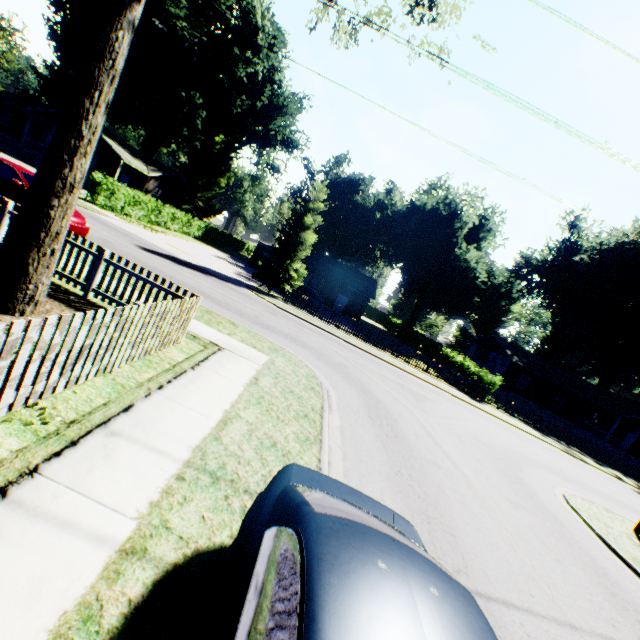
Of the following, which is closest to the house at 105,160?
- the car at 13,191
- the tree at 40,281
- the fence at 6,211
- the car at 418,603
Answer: the car at 13,191

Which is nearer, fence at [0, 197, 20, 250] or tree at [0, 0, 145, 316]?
tree at [0, 0, 145, 316]

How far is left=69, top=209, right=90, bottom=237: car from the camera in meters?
11.6 m

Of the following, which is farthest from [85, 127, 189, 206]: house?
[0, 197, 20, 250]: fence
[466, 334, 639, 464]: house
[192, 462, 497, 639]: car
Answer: [466, 334, 639, 464]: house

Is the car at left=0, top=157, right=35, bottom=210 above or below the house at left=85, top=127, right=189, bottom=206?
below

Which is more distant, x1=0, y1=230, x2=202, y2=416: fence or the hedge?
the hedge

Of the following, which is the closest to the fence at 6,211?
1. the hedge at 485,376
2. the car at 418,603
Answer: the car at 418,603

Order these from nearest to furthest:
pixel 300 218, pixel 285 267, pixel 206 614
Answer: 1. pixel 206 614
2. pixel 300 218
3. pixel 285 267
